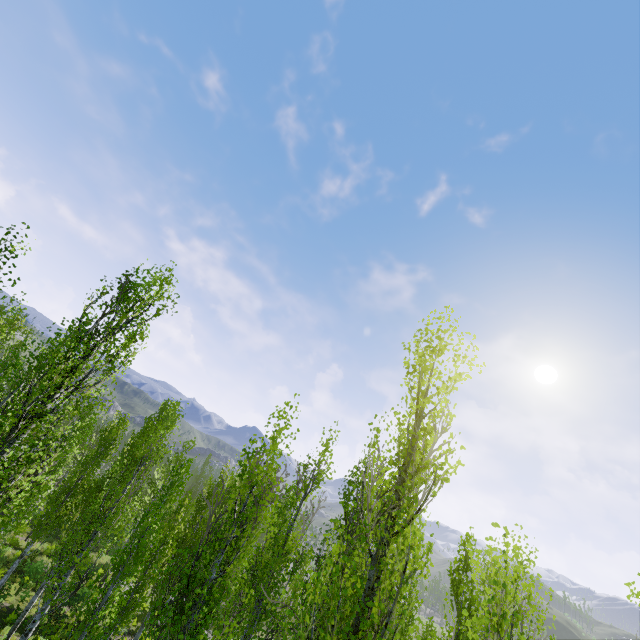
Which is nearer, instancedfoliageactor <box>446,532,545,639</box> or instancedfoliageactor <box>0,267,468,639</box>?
instancedfoliageactor <box>446,532,545,639</box>

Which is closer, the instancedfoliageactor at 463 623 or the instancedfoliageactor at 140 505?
the instancedfoliageactor at 463 623

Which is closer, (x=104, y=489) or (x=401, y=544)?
(x=401, y=544)
